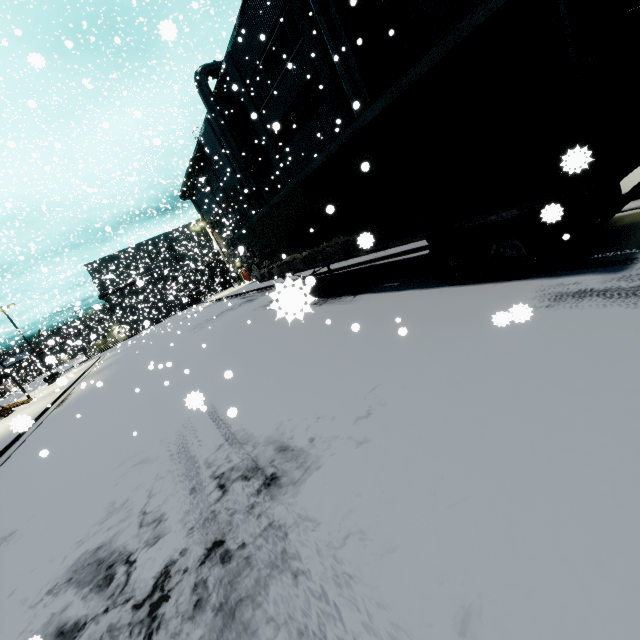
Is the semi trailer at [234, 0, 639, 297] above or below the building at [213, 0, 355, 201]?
below

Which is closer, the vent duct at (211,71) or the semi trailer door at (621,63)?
the semi trailer door at (621,63)

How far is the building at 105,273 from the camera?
26.1m

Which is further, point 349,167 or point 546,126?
point 349,167

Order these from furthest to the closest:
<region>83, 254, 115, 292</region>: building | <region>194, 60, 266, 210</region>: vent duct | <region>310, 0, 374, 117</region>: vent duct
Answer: <region>83, 254, 115, 292</region>: building
<region>194, 60, 266, 210</region>: vent duct
<region>310, 0, 374, 117</region>: vent duct

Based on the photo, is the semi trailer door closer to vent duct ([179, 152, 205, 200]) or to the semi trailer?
the semi trailer

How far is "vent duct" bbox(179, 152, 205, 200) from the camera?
32.8 meters
